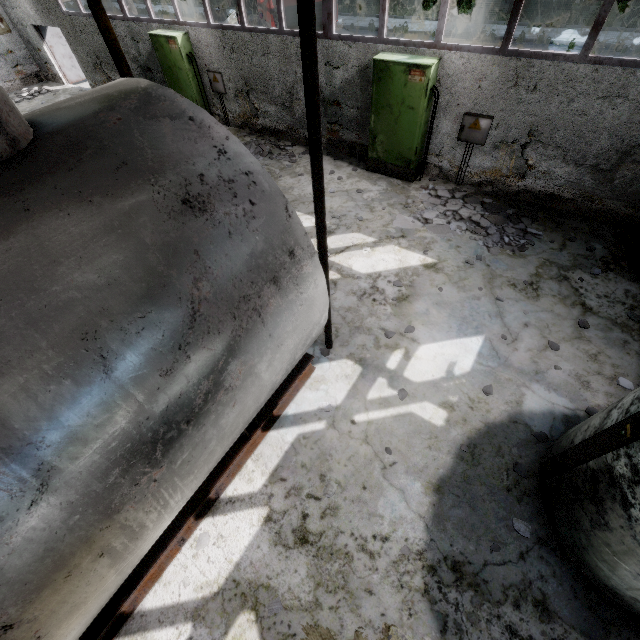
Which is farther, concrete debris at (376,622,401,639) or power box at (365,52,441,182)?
power box at (365,52,441,182)

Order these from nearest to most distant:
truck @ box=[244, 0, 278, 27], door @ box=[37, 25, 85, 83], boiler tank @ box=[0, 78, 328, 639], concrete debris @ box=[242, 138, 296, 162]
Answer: boiler tank @ box=[0, 78, 328, 639] < concrete debris @ box=[242, 138, 296, 162] < truck @ box=[244, 0, 278, 27] < door @ box=[37, 25, 85, 83]

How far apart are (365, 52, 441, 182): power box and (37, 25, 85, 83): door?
16.2m

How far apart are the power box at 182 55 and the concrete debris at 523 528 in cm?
1341

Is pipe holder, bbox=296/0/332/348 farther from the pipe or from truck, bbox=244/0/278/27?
the pipe

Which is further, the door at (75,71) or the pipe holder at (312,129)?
the door at (75,71)

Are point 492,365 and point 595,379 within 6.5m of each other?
yes

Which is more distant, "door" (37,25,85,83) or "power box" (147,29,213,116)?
"door" (37,25,85,83)
